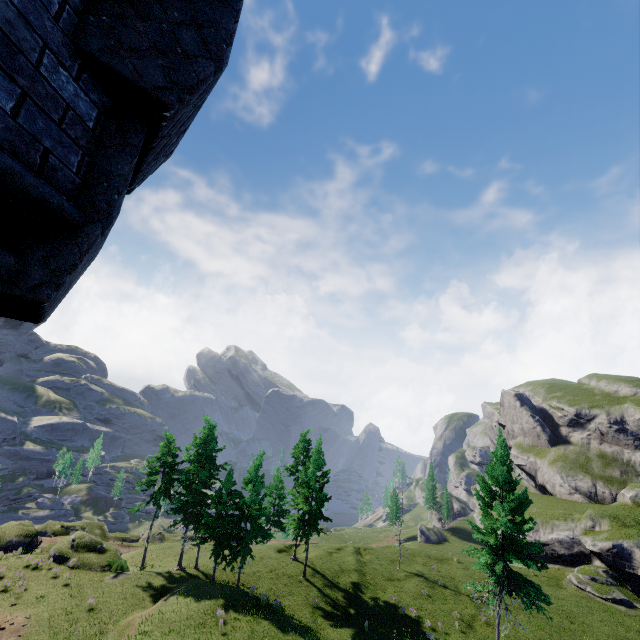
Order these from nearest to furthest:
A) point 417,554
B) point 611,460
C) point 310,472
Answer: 1. point 310,472
2. point 417,554
3. point 611,460
